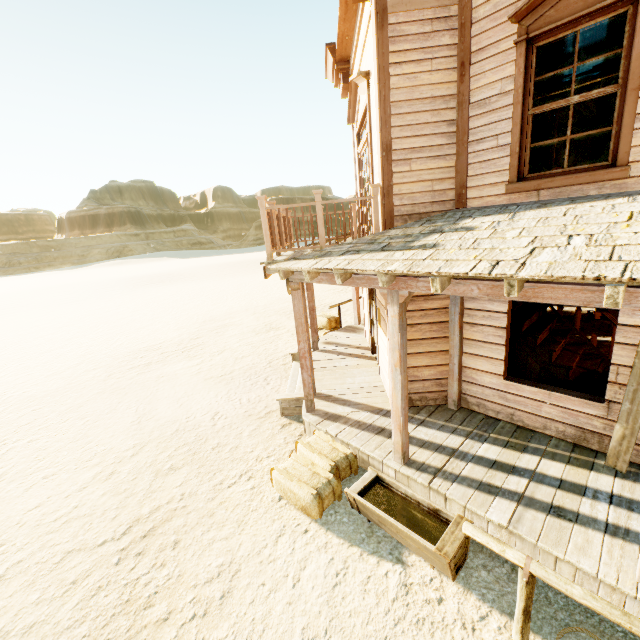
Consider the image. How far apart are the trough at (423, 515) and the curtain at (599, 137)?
4.6m

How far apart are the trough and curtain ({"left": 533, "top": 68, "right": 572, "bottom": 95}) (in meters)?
4.57

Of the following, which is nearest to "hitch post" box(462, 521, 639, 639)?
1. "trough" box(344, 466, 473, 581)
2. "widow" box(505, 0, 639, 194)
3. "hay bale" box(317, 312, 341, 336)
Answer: "trough" box(344, 466, 473, 581)

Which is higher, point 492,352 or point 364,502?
point 492,352

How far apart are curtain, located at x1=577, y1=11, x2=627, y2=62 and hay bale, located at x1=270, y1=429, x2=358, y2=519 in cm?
477

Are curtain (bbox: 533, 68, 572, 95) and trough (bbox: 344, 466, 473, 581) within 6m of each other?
yes

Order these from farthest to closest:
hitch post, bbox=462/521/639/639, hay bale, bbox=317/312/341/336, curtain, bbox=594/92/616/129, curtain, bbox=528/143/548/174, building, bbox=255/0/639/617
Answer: hay bale, bbox=317/312/341/336
curtain, bbox=528/143/548/174
curtain, bbox=594/92/616/129
building, bbox=255/0/639/617
hitch post, bbox=462/521/639/639

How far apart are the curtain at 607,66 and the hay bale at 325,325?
7.4m
